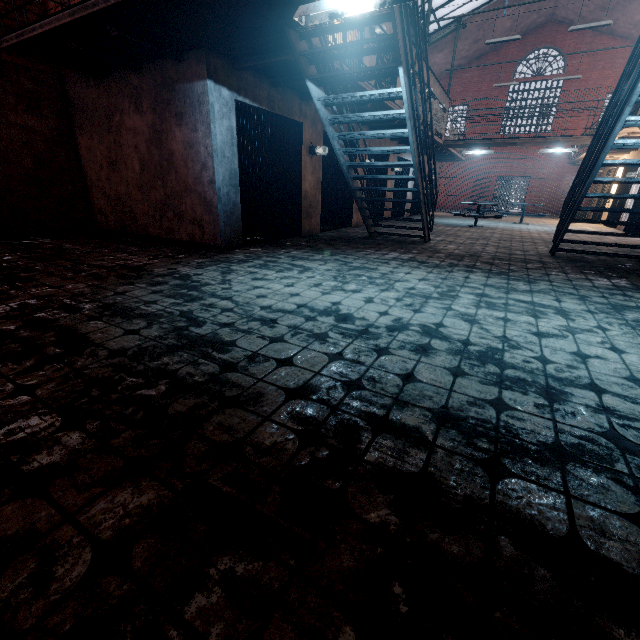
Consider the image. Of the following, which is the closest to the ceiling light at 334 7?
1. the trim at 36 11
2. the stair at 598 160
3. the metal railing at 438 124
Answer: the metal railing at 438 124

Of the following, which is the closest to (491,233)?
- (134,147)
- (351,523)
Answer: (134,147)

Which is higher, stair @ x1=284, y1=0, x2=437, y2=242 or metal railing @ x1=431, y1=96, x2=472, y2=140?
metal railing @ x1=431, y1=96, x2=472, y2=140

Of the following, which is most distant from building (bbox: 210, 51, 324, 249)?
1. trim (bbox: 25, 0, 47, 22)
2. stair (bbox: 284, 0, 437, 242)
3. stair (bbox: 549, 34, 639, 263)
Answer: stair (bbox: 549, 34, 639, 263)

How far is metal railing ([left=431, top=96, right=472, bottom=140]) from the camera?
10.6m

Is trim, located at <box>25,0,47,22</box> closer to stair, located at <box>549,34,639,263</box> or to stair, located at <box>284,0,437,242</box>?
stair, located at <box>284,0,437,242</box>

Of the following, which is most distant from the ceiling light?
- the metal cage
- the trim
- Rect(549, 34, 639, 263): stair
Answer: the metal cage

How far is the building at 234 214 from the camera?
5.1 meters
